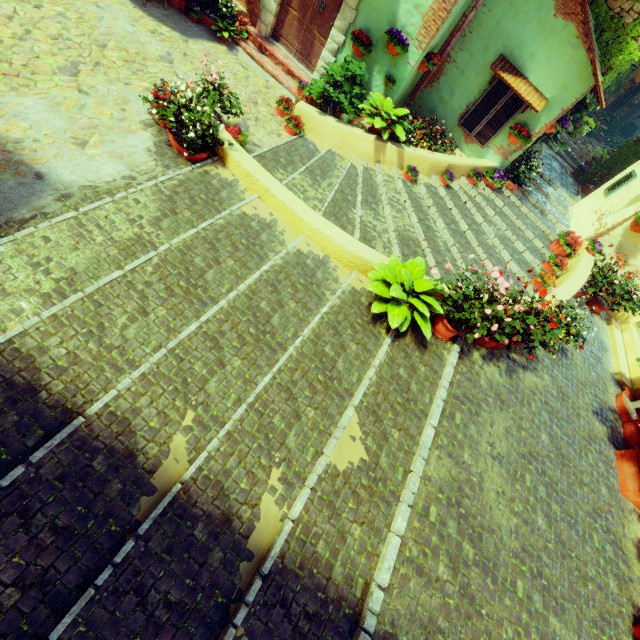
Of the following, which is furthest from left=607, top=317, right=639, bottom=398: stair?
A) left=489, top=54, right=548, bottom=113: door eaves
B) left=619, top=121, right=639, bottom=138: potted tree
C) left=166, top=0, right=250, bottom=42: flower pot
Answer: left=619, top=121, right=639, bottom=138: potted tree

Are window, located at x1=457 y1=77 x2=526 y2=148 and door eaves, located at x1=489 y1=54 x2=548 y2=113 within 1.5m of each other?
yes

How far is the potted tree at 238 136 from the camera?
5.63m

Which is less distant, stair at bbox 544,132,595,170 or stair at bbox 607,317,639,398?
stair at bbox 607,317,639,398

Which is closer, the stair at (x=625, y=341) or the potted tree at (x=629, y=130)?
the stair at (x=625, y=341)

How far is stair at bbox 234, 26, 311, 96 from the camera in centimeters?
785cm

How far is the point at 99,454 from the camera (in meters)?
2.67

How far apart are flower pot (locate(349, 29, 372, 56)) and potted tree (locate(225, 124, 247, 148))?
3.52m
